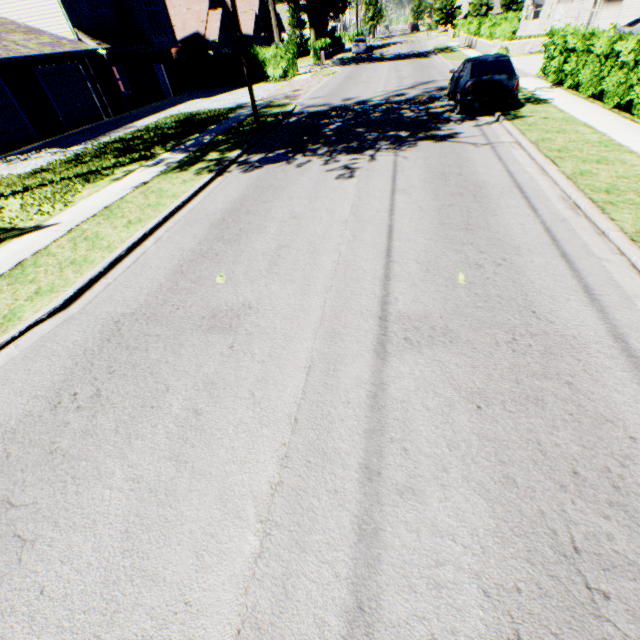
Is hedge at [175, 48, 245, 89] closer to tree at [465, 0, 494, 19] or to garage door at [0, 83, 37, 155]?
tree at [465, 0, 494, 19]

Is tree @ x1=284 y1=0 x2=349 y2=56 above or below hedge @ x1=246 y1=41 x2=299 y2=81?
above

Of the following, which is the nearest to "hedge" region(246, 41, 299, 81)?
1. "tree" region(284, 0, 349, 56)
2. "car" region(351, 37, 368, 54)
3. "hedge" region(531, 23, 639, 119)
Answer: "tree" region(284, 0, 349, 56)

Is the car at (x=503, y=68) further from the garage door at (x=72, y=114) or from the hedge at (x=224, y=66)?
the garage door at (x=72, y=114)

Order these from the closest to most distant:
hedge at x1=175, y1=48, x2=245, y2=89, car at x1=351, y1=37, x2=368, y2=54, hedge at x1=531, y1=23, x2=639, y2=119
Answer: hedge at x1=531, y1=23, x2=639, y2=119
hedge at x1=175, y1=48, x2=245, y2=89
car at x1=351, y1=37, x2=368, y2=54

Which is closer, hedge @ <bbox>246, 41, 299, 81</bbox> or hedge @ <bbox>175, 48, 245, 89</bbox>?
hedge @ <bbox>246, 41, 299, 81</bbox>

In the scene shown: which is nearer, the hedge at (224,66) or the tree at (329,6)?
the hedge at (224,66)

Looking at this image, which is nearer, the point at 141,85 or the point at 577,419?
the point at 577,419
